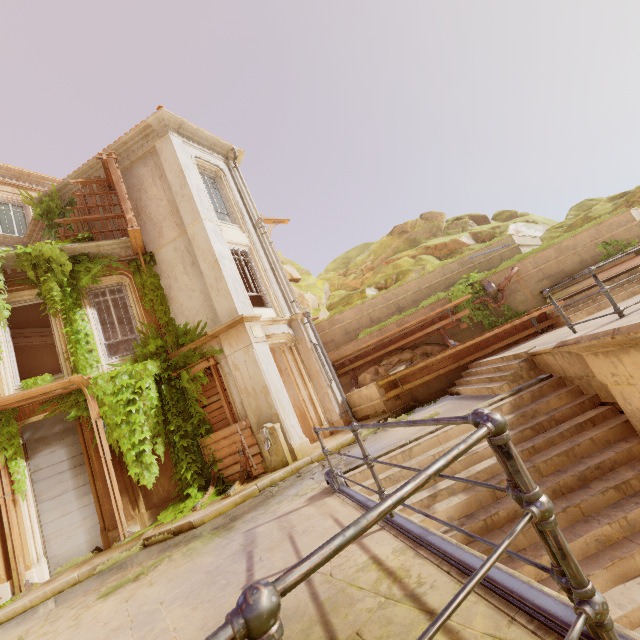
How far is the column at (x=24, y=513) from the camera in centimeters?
782cm

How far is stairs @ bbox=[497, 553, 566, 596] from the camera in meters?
3.6 m

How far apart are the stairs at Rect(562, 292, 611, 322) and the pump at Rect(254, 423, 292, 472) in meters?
8.6

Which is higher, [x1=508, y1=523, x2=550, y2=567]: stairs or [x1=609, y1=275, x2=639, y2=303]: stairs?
[x1=609, y1=275, x2=639, y2=303]: stairs

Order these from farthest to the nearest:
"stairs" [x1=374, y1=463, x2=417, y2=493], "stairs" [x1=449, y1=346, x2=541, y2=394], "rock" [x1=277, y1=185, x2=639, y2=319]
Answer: "rock" [x1=277, y1=185, x2=639, y2=319]
"stairs" [x1=449, y1=346, x2=541, y2=394]
"stairs" [x1=374, y1=463, x2=417, y2=493]

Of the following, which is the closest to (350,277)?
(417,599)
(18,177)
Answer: (18,177)

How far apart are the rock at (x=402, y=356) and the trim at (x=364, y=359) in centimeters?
2cm

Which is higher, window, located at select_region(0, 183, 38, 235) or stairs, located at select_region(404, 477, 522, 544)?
window, located at select_region(0, 183, 38, 235)
